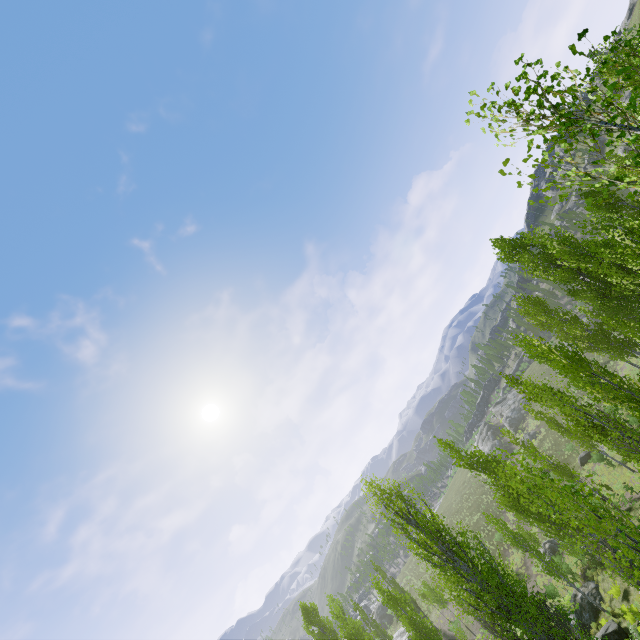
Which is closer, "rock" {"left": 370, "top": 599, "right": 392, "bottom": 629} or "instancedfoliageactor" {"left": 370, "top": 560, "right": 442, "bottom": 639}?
"instancedfoliageactor" {"left": 370, "top": 560, "right": 442, "bottom": 639}

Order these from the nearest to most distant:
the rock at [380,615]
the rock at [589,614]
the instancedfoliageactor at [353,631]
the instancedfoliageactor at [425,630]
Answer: the rock at [589,614] → the instancedfoliageactor at [425,630] → the instancedfoliageactor at [353,631] → the rock at [380,615]

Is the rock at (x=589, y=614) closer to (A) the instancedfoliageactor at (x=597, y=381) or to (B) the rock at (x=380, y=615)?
(A) the instancedfoliageactor at (x=597, y=381)

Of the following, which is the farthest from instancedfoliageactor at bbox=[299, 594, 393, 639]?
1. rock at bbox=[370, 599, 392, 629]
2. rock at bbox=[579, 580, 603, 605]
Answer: rock at bbox=[370, 599, 392, 629]

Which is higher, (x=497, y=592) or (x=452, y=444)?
(x=452, y=444)

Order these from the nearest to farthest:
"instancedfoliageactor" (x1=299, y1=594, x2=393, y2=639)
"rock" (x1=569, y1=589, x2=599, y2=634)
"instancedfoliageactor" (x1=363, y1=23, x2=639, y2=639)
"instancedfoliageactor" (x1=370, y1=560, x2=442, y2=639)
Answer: "instancedfoliageactor" (x1=363, y1=23, x2=639, y2=639) < "rock" (x1=569, y1=589, x2=599, y2=634) < "instancedfoliageactor" (x1=370, y1=560, x2=442, y2=639) < "instancedfoliageactor" (x1=299, y1=594, x2=393, y2=639)
